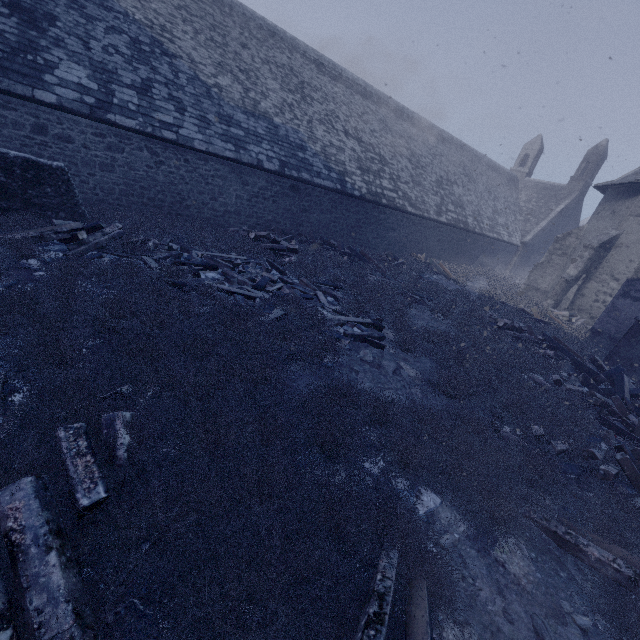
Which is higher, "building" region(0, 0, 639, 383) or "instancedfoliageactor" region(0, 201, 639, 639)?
"building" region(0, 0, 639, 383)

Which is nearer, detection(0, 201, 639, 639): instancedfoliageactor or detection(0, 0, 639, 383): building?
detection(0, 201, 639, 639): instancedfoliageactor

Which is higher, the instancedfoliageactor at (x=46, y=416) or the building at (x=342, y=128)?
the building at (x=342, y=128)

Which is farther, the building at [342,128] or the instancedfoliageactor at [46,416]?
the building at [342,128]

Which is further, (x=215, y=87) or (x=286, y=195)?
(x=286, y=195)
